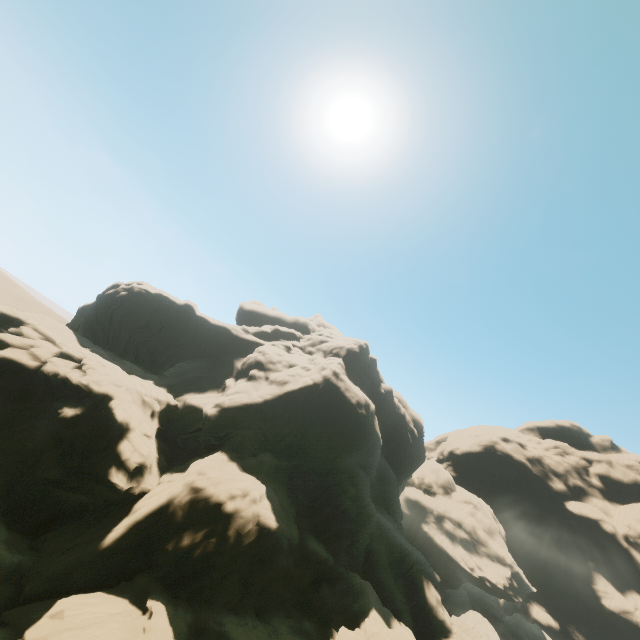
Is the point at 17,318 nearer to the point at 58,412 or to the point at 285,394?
the point at 58,412
